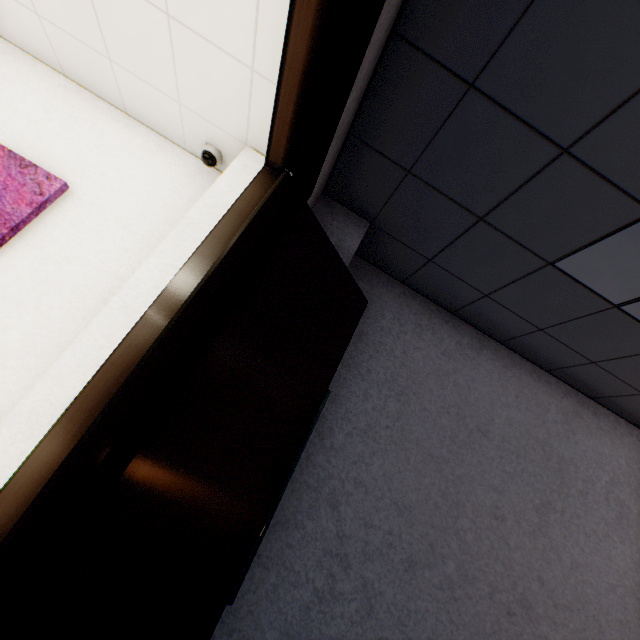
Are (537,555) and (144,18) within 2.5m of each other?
no

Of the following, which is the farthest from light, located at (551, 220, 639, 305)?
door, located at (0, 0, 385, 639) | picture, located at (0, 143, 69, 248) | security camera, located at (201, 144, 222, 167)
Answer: picture, located at (0, 143, 69, 248)

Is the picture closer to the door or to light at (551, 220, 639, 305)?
the door

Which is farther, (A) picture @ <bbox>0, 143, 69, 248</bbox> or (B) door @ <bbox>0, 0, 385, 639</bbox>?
(A) picture @ <bbox>0, 143, 69, 248</bbox>

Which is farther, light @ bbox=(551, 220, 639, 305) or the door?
light @ bbox=(551, 220, 639, 305)

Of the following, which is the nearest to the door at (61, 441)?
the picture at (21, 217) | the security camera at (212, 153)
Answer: the security camera at (212, 153)

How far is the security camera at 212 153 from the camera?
2.3m

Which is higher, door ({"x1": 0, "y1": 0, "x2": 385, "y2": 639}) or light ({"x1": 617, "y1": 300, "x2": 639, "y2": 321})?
light ({"x1": 617, "y1": 300, "x2": 639, "y2": 321})
